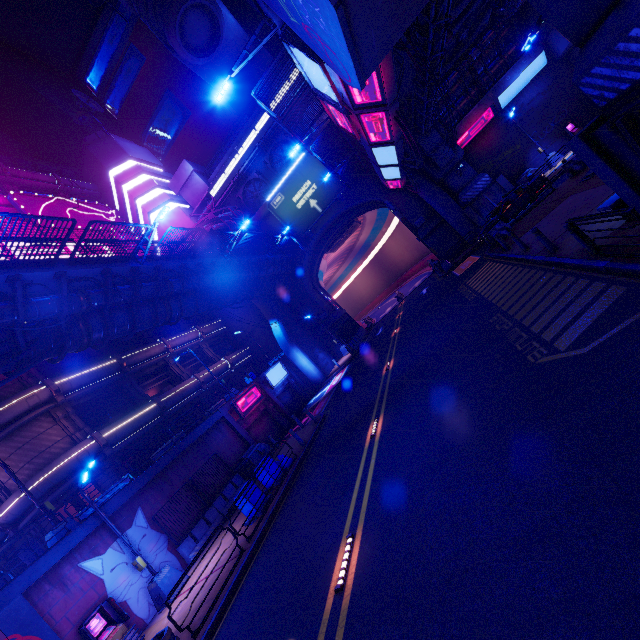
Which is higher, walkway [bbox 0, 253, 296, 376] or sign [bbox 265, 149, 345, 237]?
sign [bbox 265, 149, 345, 237]

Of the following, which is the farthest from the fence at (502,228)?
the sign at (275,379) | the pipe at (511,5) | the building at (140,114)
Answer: the building at (140,114)

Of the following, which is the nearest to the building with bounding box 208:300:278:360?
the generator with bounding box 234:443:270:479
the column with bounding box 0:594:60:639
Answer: the generator with bounding box 234:443:270:479

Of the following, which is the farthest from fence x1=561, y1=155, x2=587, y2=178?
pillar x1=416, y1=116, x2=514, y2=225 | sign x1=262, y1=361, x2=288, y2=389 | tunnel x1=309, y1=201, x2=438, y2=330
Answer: sign x1=262, y1=361, x2=288, y2=389

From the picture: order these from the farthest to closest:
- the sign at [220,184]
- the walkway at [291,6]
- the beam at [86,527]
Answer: the sign at [220,184] < the beam at [86,527] < the walkway at [291,6]

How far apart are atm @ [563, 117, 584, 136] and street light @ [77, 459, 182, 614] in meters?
40.1

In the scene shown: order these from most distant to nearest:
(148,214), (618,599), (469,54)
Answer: (148,214) → (469,54) → (618,599)

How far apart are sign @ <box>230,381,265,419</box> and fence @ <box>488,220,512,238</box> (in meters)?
19.64
